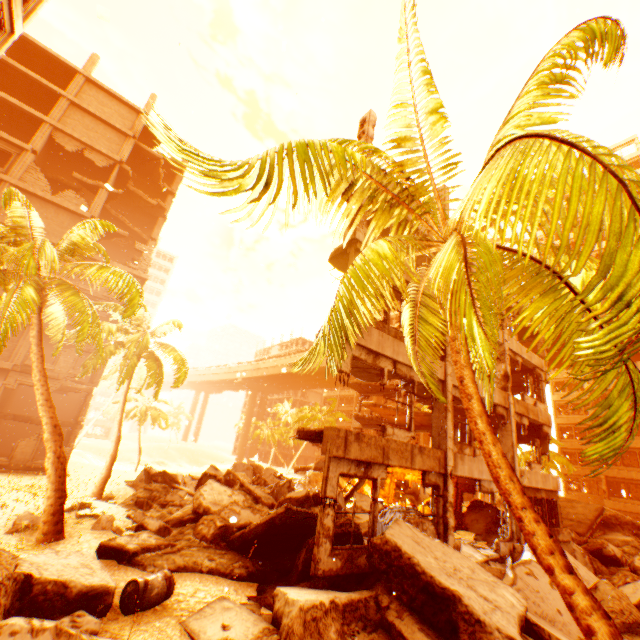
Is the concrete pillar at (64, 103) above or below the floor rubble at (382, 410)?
above

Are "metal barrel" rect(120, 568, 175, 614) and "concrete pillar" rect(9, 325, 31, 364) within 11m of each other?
no

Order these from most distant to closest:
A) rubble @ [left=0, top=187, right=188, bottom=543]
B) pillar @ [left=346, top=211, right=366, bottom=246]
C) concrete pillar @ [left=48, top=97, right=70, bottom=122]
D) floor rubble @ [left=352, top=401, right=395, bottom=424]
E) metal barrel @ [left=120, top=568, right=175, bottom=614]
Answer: concrete pillar @ [left=48, top=97, right=70, bottom=122], floor rubble @ [left=352, top=401, right=395, bottom=424], pillar @ [left=346, top=211, right=366, bottom=246], rubble @ [left=0, top=187, right=188, bottom=543], metal barrel @ [left=120, top=568, right=175, bottom=614]

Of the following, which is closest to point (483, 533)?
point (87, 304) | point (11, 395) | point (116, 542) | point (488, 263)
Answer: point (116, 542)

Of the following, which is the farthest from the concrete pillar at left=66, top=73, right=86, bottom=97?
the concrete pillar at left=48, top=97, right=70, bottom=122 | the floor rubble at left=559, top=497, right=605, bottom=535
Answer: the floor rubble at left=559, top=497, right=605, bottom=535

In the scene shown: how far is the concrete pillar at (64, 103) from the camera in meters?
25.6 m

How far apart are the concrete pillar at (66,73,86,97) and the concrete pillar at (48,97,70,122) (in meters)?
0.41

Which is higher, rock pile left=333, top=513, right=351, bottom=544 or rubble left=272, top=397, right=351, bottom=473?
rubble left=272, top=397, right=351, bottom=473
